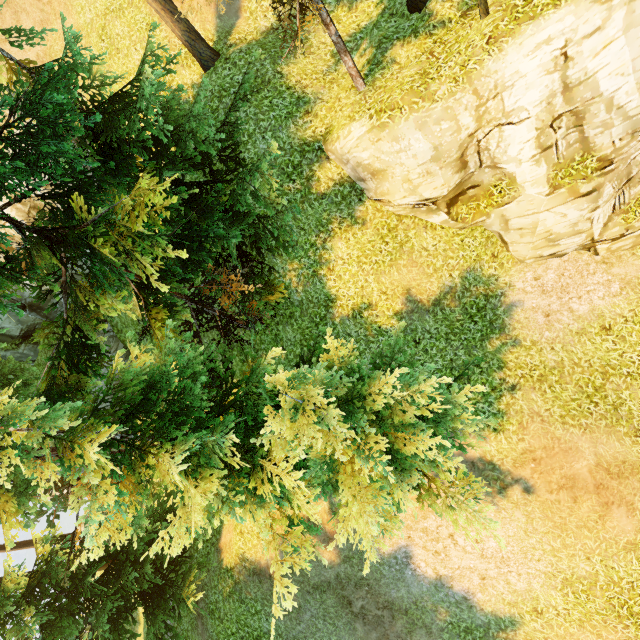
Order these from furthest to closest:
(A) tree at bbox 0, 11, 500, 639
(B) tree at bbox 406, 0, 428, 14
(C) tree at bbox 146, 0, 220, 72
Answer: (C) tree at bbox 146, 0, 220, 72
(B) tree at bbox 406, 0, 428, 14
(A) tree at bbox 0, 11, 500, 639

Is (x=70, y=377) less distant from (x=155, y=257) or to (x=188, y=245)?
(x=155, y=257)

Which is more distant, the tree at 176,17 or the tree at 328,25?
the tree at 176,17

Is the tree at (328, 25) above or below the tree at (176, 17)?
below

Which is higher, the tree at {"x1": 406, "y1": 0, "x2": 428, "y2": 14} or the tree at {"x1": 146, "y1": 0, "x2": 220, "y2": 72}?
the tree at {"x1": 146, "y1": 0, "x2": 220, "y2": 72}

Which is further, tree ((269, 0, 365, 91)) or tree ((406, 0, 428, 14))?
tree ((406, 0, 428, 14))
